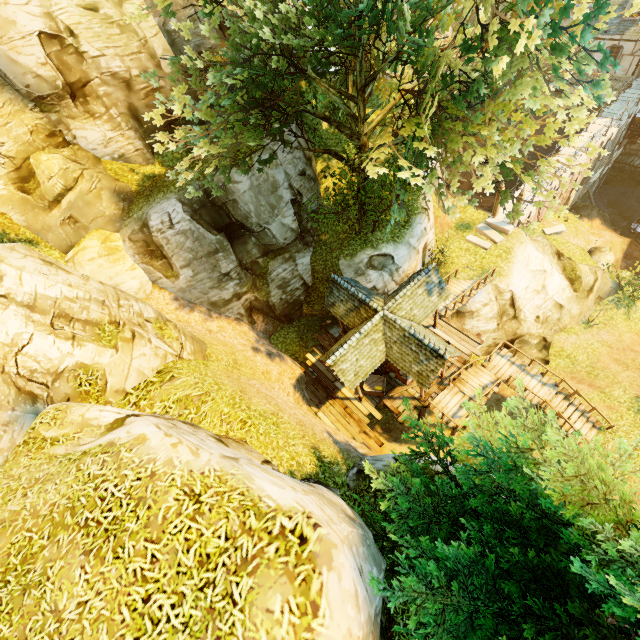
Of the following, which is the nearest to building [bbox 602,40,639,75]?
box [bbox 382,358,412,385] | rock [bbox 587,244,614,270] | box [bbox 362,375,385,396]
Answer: rock [bbox 587,244,614,270]

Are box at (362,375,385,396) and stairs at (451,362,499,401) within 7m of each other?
yes

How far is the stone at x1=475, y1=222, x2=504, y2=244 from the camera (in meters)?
21.41

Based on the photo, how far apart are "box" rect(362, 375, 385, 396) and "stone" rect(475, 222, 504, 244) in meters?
12.3

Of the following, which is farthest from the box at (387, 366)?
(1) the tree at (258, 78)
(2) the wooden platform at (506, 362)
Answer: (1) the tree at (258, 78)

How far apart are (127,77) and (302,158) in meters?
8.9 m

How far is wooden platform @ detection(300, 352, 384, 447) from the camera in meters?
17.0

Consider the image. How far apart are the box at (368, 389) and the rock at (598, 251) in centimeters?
1917cm
